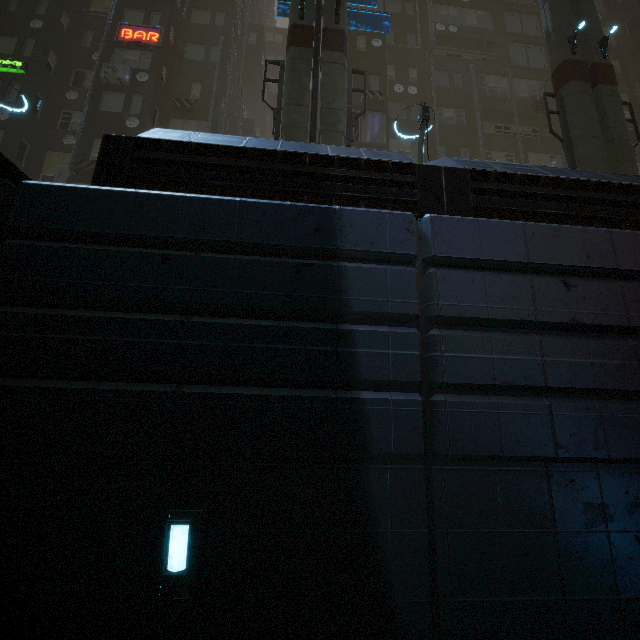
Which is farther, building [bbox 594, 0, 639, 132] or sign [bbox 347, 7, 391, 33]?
building [bbox 594, 0, 639, 132]

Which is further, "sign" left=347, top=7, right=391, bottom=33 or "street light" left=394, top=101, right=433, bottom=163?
"sign" left=347, top=7, right=391, bottom=33

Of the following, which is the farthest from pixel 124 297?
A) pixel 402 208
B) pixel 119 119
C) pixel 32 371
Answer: pixel 119 119

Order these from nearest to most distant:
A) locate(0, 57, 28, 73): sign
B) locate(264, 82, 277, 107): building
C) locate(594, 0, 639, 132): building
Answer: locate(0, 57, 28, 73): sign → locate(594, 0, 639, 132): building → locate(264, 82, 277, 107): building

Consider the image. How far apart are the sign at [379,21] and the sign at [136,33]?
10.2m

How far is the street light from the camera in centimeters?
1065cm

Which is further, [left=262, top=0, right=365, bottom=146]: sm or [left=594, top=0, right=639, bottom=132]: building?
[left=594, top=0, right=639, bottom=132]: building

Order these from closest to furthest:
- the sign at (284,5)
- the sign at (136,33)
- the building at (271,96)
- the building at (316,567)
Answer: the building at (316,567) → the sign at (284,5) → the sign at (136,33) → the building at (271,96)
